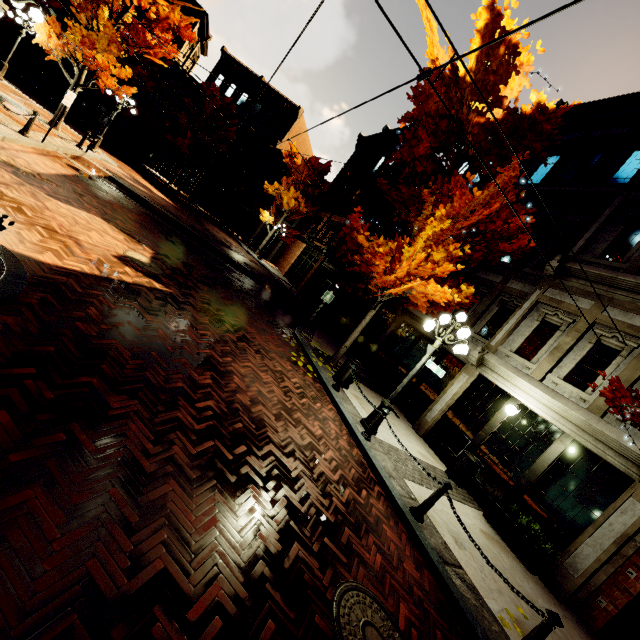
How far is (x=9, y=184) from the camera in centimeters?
661cm

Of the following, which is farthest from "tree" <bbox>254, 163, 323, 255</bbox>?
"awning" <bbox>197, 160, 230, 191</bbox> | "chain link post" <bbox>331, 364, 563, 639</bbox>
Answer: "chain link post" <bbox>331, 364, 563, 639</bbox>

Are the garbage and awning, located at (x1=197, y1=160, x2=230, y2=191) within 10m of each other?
no

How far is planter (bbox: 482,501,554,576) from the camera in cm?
697

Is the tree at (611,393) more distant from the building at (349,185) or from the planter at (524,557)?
the planter at (524,557)

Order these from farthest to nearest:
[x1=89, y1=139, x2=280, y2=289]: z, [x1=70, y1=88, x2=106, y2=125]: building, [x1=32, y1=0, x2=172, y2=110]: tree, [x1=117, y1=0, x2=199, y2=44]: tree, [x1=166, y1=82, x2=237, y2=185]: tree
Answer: [x1=70, y1=88, x2=106, y2=125]: building
[x1=166, y1=82, x2=237, y2=185]: tree
[x1=89, y1=139, x2=280, y2=289]: z
[x1=32, y1=0, x2=172, y2=110]: tree
[x1=117, y1=0, x2=199, y2=44]: tree

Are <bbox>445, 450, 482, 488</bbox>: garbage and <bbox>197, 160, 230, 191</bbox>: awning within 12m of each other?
no

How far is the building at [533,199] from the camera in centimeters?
1233cm
